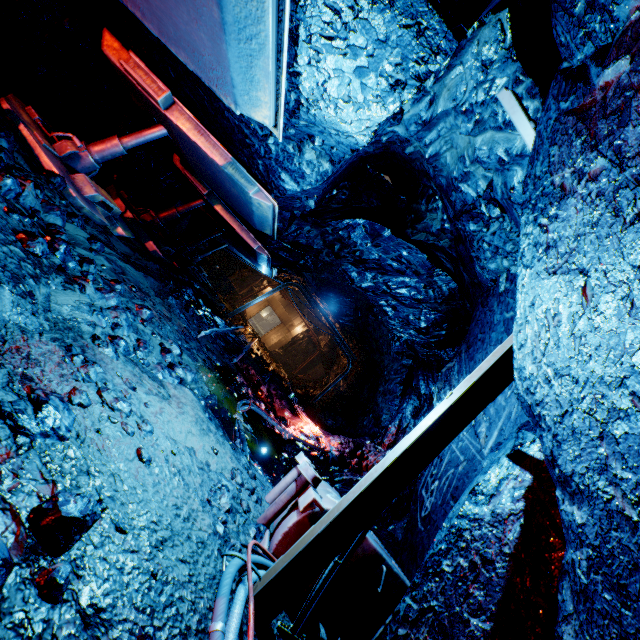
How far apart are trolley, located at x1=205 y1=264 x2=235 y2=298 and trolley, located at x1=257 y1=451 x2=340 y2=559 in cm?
1369

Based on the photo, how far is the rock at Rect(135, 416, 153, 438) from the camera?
2.24m

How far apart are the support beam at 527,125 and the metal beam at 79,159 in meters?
4.7 m

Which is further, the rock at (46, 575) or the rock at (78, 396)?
the rock at (78, 396)

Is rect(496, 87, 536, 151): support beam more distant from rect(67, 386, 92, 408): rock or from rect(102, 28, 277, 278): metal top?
rect(102, 28, 277, 278): metal top

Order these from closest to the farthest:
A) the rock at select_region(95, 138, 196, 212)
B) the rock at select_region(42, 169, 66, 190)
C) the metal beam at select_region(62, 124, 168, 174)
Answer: the rock at select_region(42, 169, 66, 190) → the metal beam at select_region(62, 124, 168, 174) → the rock at select_region(95, 138, 196, 212)

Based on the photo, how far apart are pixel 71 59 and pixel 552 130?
7.65m

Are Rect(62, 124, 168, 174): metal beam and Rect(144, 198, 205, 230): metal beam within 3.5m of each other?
yes
